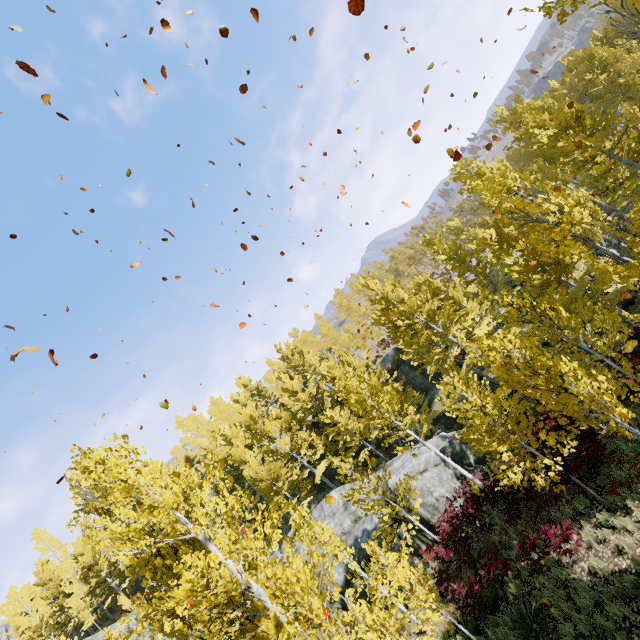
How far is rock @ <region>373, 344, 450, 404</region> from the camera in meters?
28.9

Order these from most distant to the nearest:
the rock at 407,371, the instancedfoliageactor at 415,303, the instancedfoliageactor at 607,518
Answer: the rock at 407,371 < the instancedfoliageactor at 607,518 < the instancedfoliageactor at 415,303

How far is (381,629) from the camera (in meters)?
4.66

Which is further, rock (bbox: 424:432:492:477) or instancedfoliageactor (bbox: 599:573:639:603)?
rock (bbox: 424:432:492:477)

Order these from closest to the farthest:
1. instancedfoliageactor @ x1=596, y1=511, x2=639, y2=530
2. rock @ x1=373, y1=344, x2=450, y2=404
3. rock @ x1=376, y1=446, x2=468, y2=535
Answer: instancedfoliageactor @ x1=596, y1=511, x2=639, y2=530 → rock @ x1=376, y1=446, x2=468, y2=535 → rock @ x1=373, y1=344, x2=450, y2=404

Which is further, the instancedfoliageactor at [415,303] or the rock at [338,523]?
the rock at [338,523]
